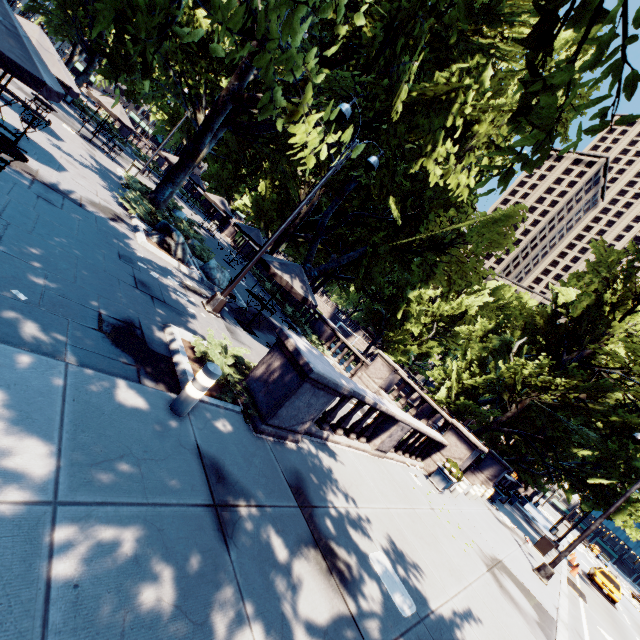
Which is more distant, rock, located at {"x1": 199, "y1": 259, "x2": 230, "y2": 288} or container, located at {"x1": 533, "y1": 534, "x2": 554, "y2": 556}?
container, located at {"x1": 533, "y1": 534, "x2": 554, "y2": 556}

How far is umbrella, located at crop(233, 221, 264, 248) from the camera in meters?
19.8

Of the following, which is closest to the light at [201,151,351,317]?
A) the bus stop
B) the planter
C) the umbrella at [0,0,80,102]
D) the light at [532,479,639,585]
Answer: the umbrella at [0,0,80,102]

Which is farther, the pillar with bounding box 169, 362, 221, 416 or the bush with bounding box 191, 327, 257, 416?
the bush with bounding box 191, 327, 257, 416

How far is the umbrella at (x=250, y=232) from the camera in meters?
19.8

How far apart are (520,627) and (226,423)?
8.65m

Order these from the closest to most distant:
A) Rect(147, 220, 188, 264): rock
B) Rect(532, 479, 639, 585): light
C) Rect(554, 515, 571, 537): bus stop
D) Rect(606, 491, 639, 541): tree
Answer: Rect(147, 220, 188, 264): rock, Rect(532, 479, 639, 585): light, Rect(606, 491, 639, 541): tree, Rect(554, 515, 571, 537): bus stop

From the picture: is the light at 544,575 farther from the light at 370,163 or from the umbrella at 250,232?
the umbrella at 250,232
